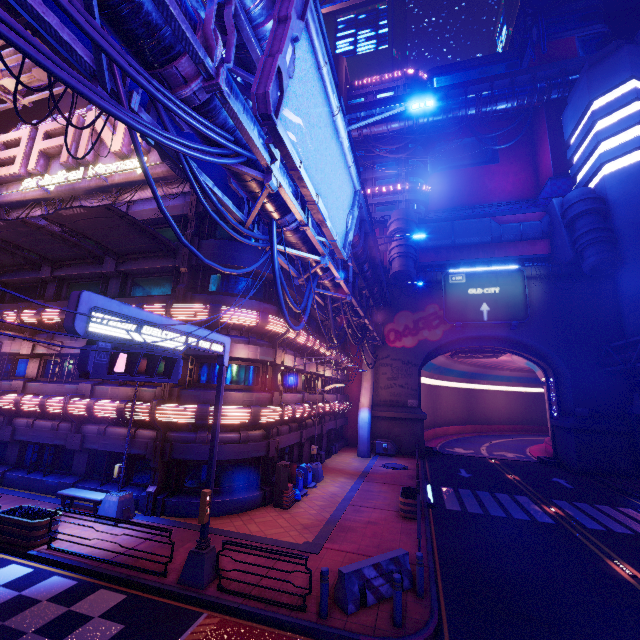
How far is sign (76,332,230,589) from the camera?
6.5 meters

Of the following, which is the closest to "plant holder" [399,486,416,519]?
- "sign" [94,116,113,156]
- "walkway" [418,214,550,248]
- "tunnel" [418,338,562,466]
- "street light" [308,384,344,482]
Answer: "street light" [308,384,344,482]

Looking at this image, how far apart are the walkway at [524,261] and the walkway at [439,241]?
1.5m

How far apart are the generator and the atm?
15.8m

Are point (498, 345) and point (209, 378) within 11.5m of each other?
no

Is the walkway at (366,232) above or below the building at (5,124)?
below

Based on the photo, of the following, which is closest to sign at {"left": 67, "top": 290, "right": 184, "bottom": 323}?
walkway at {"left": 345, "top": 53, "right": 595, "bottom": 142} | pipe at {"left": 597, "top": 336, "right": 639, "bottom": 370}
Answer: pipe at {"left": 597, "top": 336, "right": 639, "bottom": 370}

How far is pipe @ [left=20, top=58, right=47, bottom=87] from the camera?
19.42m
